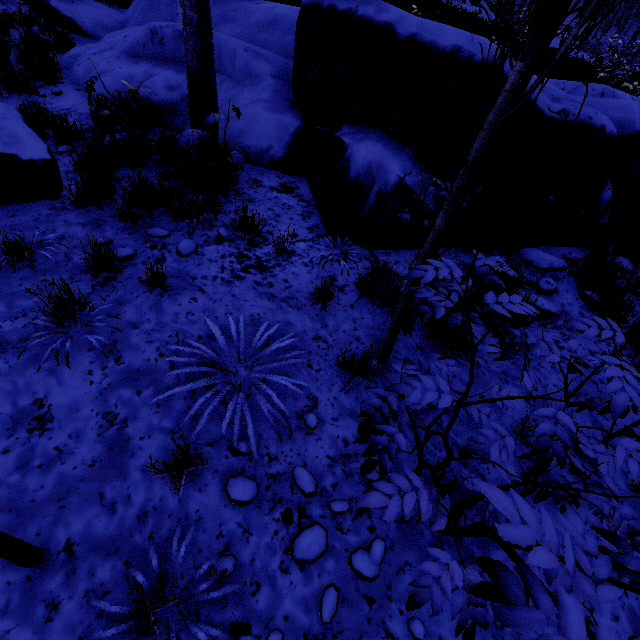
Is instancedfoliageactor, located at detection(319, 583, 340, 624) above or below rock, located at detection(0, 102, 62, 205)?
below

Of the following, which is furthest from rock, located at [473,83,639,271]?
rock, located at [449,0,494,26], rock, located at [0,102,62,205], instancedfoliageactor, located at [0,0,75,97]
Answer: rock, located at [449,0,494,26]

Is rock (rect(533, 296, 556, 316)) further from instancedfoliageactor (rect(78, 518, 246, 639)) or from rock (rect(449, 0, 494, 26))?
rock (rect(449, 0, 494, 26))

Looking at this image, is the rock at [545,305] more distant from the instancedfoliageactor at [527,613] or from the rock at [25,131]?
the rock at [25,131]

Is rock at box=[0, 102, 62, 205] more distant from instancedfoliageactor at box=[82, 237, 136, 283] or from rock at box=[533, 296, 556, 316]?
rock at box=[533, 296, 556, 316]

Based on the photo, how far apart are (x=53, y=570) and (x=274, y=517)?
1.3 meters

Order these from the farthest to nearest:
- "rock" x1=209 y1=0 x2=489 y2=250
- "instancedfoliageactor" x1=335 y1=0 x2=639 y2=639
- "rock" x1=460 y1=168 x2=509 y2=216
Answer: "rock" x1=460 y1=168 x2=509 y2=216 < "rock" x1=209 y1=0 x2=489 y2=250 < "instancedfoliageactor" x1=335 y1=0 x2=639 y2=639

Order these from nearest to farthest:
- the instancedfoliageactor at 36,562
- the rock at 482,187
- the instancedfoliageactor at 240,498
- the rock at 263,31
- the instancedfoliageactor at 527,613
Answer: the instancedfoliageactor at 527,613, the instancedfoliageactor at 36,562, the instancedfoliageactor at 240,498, the rock at 263,31, the rock at 482,187
